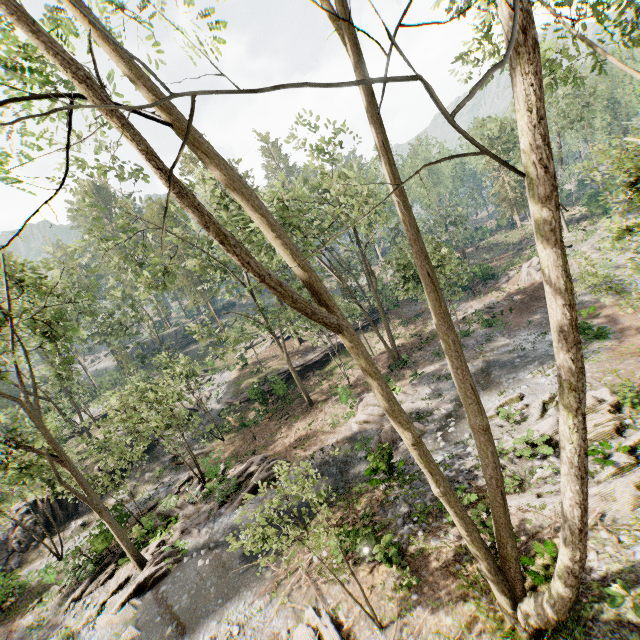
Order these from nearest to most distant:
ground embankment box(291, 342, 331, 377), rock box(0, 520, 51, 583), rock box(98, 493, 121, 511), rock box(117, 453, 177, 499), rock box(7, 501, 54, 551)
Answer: rock box(98, 493, 121, 511) → rock box(0, 520, 51, 583) → rock box(7, 501, 54, 551) → rock box(117, 453, 177, 499) → ground embankment box(291, 342, 331, 377)

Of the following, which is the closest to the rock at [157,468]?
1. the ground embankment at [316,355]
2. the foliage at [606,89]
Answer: the foliage at [606,89]

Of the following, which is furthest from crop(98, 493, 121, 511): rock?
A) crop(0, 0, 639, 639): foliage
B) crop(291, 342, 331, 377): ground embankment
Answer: crop(291, 342, 331, 377): ground embankment

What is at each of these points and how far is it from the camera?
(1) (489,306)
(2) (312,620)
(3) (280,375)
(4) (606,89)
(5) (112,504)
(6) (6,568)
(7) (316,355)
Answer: (1) foliage, 30.8m
(2) foliage, 10.5m
(3) ground embankment, 35.2m
(4) foliage, 42.0m
(5) rock, 25.6m
(6) rock, 23.2m
(7) ground embankment, 35.5m

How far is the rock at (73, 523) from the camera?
24.33m

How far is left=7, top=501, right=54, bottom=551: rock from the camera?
24.3m
